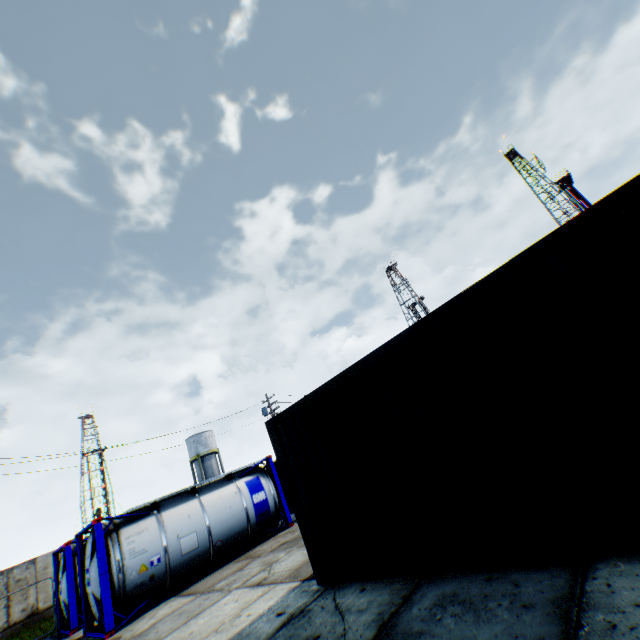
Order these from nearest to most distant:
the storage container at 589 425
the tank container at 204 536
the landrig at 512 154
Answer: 1. the storage container at 589 425
2. the tank container at 204 536
3. the landrig at 512 154

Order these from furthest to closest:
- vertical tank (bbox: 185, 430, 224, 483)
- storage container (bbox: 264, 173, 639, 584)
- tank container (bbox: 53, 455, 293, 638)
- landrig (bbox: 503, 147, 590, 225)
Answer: landrig (bbox: 503, 147, 590, 225), vertical tank (bbox: 185, 430, 224, 483), tank container (bbox: 53, 455, 293, 638), storage container (bbox: 264, 173, 639, 584)

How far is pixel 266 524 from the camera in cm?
1338

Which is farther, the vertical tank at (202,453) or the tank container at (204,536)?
the vertical tank at (202,453)

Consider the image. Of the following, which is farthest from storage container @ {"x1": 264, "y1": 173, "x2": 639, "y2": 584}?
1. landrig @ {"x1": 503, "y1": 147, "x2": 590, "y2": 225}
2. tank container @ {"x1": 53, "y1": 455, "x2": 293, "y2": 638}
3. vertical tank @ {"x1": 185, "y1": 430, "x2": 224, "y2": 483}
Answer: landrig @ {"x1": 503, "y1": 147, "x2": 590, "y2": 225}

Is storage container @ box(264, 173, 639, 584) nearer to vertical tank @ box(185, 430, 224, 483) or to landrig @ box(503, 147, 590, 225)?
vertical tank @ box(185, 430, 224, 483)

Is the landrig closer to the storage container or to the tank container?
the storage container

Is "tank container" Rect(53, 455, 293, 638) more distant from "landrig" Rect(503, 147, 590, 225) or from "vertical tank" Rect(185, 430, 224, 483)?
"landrig" Rect(503, 147, 590, 225)
